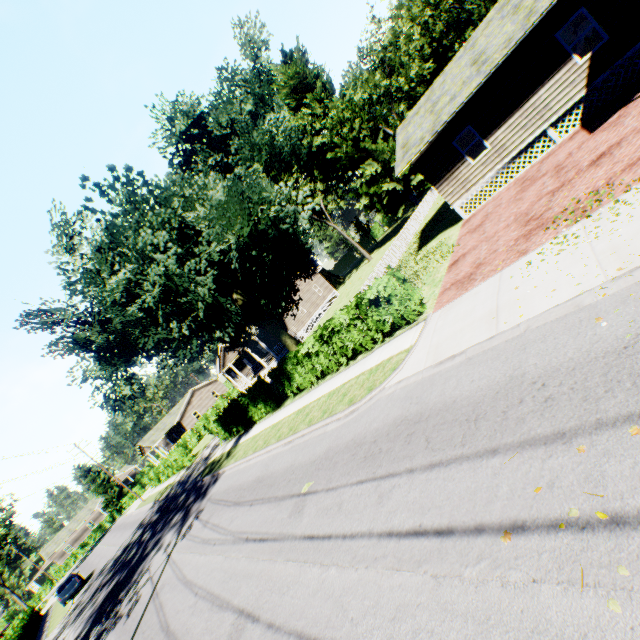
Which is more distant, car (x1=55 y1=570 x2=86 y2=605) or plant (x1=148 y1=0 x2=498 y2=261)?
plant (x1=148 y1=0 x2=498 y2=261)

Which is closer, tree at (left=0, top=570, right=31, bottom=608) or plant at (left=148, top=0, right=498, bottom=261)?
plant at (left=148, top=0, right=498, bottom=261)

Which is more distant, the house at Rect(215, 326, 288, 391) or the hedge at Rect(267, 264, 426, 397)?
the house at Rect(215, 326, 288, 391)

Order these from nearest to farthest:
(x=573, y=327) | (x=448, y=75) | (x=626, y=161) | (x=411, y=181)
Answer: (x=573, y=327), (x=626, y=161), (x=448, y=75), (x=411, y=181)

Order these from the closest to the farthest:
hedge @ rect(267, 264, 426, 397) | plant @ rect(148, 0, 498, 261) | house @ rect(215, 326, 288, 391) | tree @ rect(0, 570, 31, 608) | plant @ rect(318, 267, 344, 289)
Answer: hedge @ rect(267, 264, 426, 397)
house @ rect(215, 326, 288, 391)
plant @ rect(148, 0, 498, 261)
tree @ rect(0, 570, 31, 608)
plant @ rect(318, 267, 344, 289)

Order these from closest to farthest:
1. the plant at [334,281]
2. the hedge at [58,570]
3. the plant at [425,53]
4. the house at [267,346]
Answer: the house at [267,346], the plant at [425,53], the hedge at [58,570], the plant at [334,281]

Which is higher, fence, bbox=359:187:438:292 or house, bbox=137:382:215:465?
house, bbox=137:382:215:465

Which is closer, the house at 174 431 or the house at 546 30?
the house at 546 30
